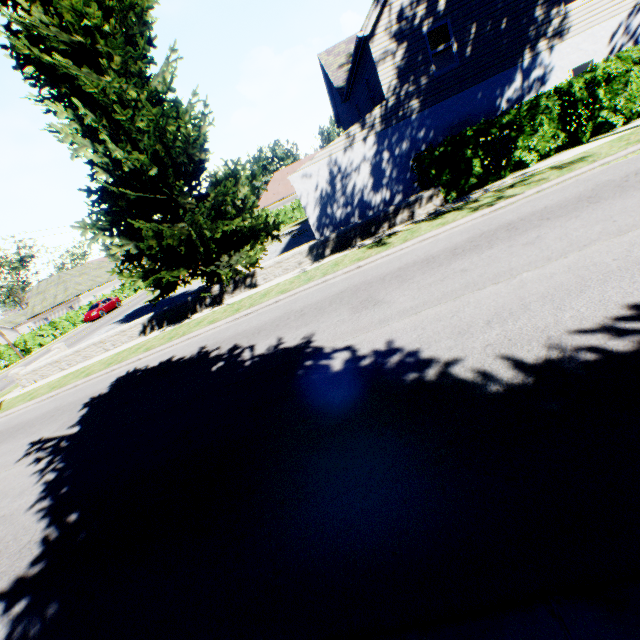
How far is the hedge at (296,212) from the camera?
40.19m

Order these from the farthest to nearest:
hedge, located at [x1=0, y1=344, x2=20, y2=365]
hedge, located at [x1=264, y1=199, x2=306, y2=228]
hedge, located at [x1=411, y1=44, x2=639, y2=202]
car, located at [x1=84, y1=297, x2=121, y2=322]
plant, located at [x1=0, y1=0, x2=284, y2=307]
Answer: hedge, located at [x1=264, y1=199, x2=306, y2=228] < car, located at [x1=84, y1=297, x2=121, y2=322] < hedge, located at [x1=0, y1=344, x2=20, y2=365] < hedge, located at [x1=411, y1=44, x2=639, y2=202] < plant, located at [x1=0, y1=0, x2=284, y2=307]

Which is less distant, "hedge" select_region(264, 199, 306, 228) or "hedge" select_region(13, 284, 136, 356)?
"hedge" select_region(13, 284, 136, 356)

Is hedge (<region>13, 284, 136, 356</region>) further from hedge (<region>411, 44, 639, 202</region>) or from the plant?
the plant

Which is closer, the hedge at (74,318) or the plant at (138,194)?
the plant at (138,194)

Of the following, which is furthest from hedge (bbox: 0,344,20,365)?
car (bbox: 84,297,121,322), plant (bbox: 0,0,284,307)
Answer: car (bbox: 84,297,121,322)

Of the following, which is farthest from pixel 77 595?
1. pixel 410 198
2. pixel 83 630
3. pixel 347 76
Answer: pixel 347 76

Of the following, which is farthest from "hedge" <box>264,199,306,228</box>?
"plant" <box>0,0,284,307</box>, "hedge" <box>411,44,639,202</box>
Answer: "plant" <box>0,0,284,307</box>
